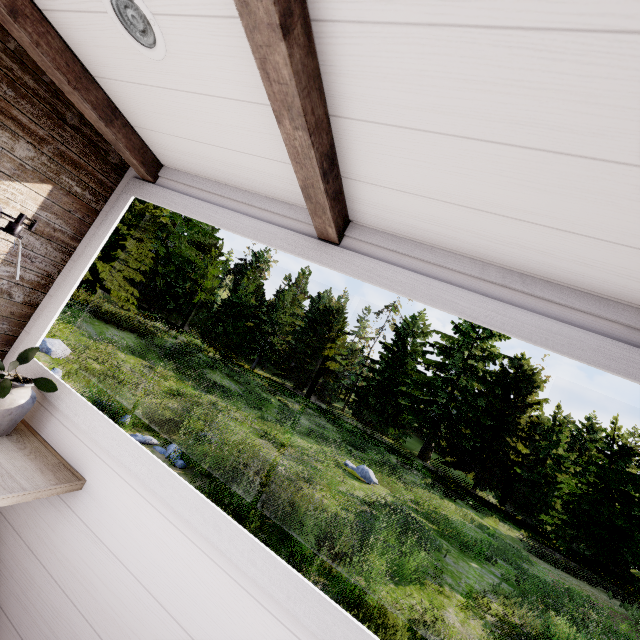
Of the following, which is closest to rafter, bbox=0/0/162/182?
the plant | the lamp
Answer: the lamp

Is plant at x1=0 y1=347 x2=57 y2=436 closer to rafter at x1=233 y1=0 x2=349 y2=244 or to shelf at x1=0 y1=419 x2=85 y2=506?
shelf at x1=0 y1=419 x2=85 y2=506

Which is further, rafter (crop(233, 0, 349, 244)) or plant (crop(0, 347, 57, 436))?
plant (crop(0, 347, 57, 436))

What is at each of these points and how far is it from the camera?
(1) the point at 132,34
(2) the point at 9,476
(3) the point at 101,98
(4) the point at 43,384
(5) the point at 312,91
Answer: (1) lamp, 1.03m
(2) shelf, 1.17m
(3) rafter, 1.40m
(4) plant, 1.38m
(5) rafter, 0.81m

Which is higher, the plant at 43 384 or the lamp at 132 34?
the lamp at 132 34

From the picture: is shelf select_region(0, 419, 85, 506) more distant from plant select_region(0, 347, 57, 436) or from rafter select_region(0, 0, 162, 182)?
rafter select_region(0, 0, 162, 182)

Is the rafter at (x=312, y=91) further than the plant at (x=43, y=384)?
No
